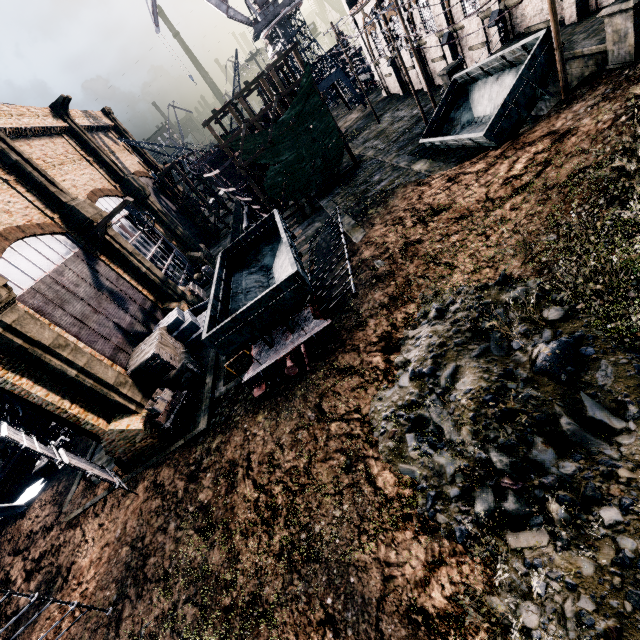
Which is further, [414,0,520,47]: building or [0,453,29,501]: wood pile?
[0,453,29,501]: wood pile

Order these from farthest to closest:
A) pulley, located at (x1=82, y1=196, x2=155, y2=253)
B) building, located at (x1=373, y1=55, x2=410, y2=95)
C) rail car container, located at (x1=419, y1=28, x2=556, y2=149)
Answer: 1. building, located at (x1=373, y1=55, x2=410, y2=95)
2. pulley, located at (x1=82, y1=196, x2=155, y2=253)
3. rail car container, located at (x1=419, y1=28, x2=556, y2=149)

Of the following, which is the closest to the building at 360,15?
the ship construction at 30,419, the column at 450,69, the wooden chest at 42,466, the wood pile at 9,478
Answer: the column at 450,69

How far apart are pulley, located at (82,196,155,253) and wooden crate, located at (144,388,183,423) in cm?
1201

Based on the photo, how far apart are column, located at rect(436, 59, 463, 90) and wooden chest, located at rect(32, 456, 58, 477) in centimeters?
3716cm

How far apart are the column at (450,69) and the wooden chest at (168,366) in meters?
24.2 m

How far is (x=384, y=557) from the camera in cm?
→ 762

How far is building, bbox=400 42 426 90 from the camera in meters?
31.8 m
